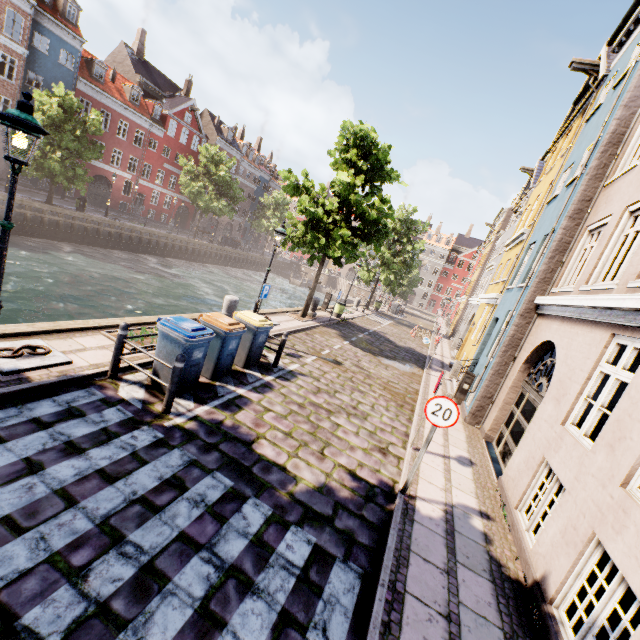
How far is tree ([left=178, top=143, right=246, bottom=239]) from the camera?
34.3 meters

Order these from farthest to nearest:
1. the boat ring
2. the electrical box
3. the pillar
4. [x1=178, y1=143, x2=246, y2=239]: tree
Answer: [x1=178, y1=143, x2=246, y2=239]: tree
the electrical box
the pillar
the boat ring

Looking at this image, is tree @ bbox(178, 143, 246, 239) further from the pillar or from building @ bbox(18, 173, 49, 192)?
the pillar

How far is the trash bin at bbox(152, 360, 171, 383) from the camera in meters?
6.1 m

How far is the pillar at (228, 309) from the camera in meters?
10.6 m

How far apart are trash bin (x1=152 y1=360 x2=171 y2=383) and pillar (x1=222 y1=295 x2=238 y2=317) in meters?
3.8

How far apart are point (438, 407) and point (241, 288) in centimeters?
2898cm

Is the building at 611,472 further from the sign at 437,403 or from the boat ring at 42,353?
the sign at 437,403
